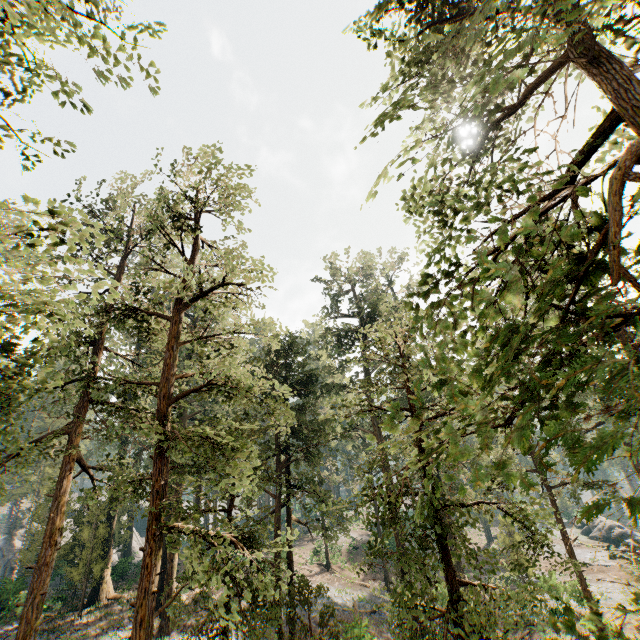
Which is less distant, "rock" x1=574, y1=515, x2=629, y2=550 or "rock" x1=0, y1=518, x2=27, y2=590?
"rock" x1=0, y1=518, x2=27, y2=590

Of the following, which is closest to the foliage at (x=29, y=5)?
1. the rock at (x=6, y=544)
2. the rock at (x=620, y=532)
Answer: the rock at (x=620, y=532)

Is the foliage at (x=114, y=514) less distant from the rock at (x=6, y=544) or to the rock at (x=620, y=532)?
the rock at (x=620, y=532)

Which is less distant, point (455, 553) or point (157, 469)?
point (455, 553)

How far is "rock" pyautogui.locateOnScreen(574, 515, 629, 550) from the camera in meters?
43.2 m

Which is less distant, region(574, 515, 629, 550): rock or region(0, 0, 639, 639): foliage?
region(0, 0, 639, 639): foliage

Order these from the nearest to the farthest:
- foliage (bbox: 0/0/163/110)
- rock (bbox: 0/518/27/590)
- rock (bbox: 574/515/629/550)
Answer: foliage (bbox: 0/0/163/110) < rock (bbox: 0/518/27/590) < rock (bbox: 574/515/629/550)

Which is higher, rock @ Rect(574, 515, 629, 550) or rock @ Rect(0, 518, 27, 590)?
rock @ Rect(0, 518, 27, 590)
